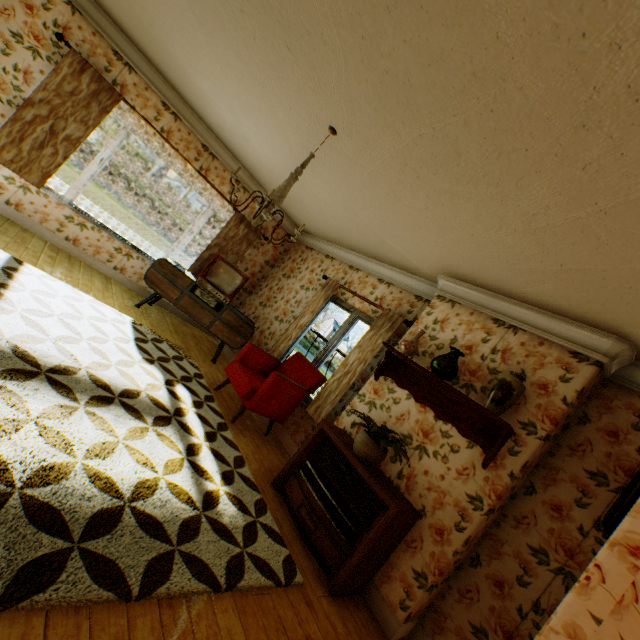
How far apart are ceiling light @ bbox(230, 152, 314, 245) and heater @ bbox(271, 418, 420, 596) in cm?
195

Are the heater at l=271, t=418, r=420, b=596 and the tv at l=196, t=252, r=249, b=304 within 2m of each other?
no

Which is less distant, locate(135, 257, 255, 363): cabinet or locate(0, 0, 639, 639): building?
locate(0, 0, 639, 639): building

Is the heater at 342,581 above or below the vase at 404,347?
below

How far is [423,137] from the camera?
2.4 meters

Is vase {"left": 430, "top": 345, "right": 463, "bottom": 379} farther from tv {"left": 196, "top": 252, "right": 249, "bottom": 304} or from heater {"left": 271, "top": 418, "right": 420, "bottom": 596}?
tv {"left": 196, "top": 252, "right": 249, "bottom": 304}

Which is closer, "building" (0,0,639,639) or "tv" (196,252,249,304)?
"building" (0,0,639,639)

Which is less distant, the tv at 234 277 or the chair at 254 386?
the chair at 254 386
